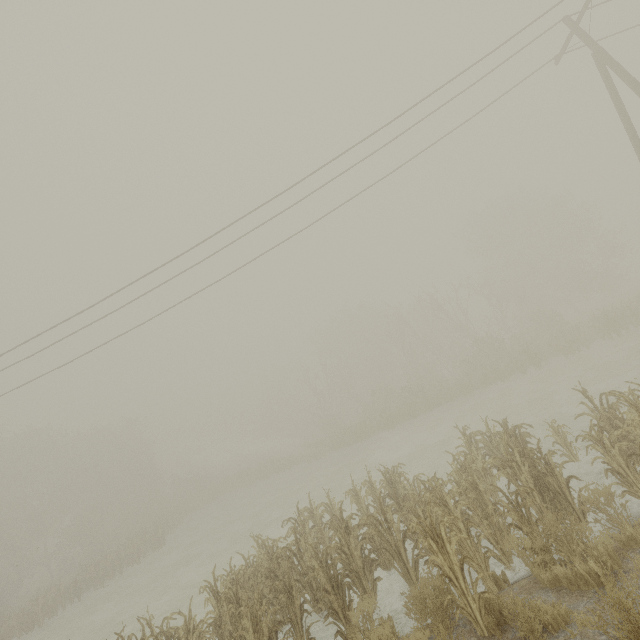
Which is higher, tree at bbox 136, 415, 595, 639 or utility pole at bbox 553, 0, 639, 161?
utility pole at bbox 553, 0, 639, 161

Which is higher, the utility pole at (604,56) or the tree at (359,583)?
the utility pole at (604,56)

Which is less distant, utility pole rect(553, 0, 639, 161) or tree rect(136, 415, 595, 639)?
tree rect(136, 415, 595, 639)

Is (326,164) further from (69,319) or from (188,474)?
(188,474)

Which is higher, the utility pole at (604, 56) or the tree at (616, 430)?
the utility pole at (604, 56)

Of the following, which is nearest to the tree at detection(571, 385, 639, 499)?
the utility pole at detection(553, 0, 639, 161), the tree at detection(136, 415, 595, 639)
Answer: the utility pole at detection(553, 0, 639, 161)

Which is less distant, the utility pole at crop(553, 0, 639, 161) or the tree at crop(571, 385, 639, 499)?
the tree at crop(571, 385, 639, 499)
